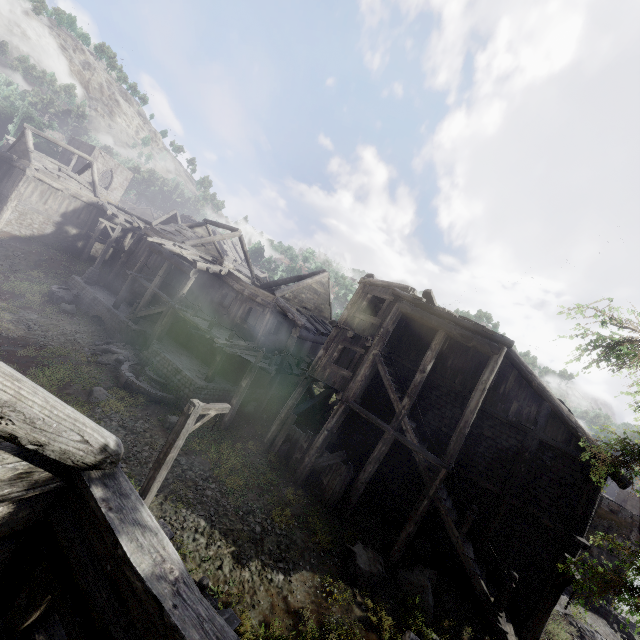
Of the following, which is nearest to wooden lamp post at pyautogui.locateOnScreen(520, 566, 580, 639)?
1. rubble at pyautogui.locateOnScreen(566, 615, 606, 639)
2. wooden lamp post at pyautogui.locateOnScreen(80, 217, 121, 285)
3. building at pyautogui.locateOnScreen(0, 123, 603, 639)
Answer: building at pyautogui.locateOnScreen(0, 123, 603, 639)

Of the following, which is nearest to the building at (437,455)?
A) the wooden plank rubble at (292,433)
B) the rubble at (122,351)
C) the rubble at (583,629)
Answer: the wooden plank rubble at (292,433)

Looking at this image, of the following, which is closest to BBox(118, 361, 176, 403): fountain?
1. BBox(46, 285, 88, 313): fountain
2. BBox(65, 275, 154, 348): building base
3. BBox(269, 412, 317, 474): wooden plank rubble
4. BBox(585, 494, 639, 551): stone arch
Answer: BBox(65, 275, 154, 348): building base

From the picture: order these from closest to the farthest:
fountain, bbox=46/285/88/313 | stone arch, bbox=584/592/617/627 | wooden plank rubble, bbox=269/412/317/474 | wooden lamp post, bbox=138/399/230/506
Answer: wooden lamp post, bbox=138/399/230/506 < wooden plank rubble, bbox=269/412/317/474 < stone arch, bbox=584/592/617/627 < fountain, bbox=46/285/88/313

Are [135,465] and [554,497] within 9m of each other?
no

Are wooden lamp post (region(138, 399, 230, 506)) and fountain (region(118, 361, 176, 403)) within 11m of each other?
yes

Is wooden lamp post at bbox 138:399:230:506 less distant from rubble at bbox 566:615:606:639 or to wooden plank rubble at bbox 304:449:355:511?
wooden plank rubble at bbox 304:449:355:511

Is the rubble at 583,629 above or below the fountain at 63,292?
below
